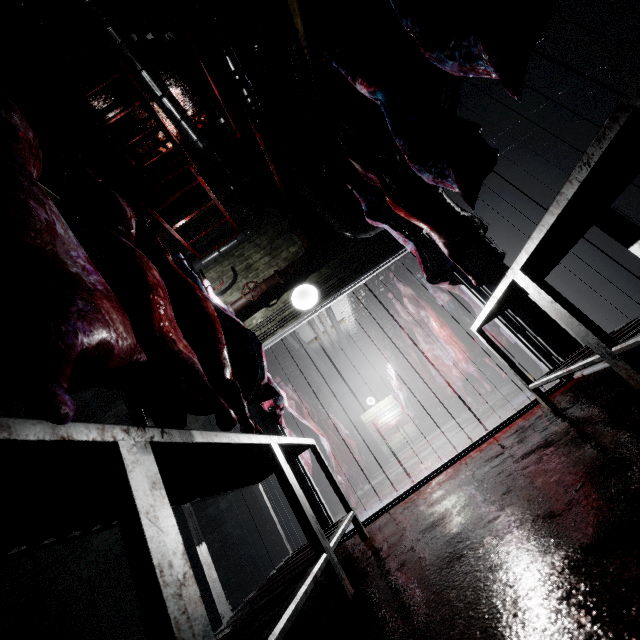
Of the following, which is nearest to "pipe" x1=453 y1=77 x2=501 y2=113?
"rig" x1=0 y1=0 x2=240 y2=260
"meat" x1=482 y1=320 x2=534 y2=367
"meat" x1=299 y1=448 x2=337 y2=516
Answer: "rig" x1=0 y1=0 x2=240 y2=260

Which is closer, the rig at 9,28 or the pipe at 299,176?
the rig at 9,28

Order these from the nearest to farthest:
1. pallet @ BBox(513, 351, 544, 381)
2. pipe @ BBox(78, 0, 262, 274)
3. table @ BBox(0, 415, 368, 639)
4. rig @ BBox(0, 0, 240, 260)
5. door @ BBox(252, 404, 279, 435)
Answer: table @ BBox(0, 415, 368, 639) → rig @ BBox(0, 0, 240, 260) → pipe @ BBox(78, 0, 262, 274) → door @ BBox(252, 404, 279, 435) → pallet @ BBox(513, 351, 544, 381)

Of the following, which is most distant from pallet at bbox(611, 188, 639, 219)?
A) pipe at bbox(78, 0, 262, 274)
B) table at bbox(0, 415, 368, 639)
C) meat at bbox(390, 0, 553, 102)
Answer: table at bbox(0, 415, 368, 639)

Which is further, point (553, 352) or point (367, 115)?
point (367, 115)

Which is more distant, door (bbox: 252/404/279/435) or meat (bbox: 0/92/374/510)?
door (bbox: 252/404/279/435)

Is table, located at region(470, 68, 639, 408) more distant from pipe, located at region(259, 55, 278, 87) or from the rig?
the rig

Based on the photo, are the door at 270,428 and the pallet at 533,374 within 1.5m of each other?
no
